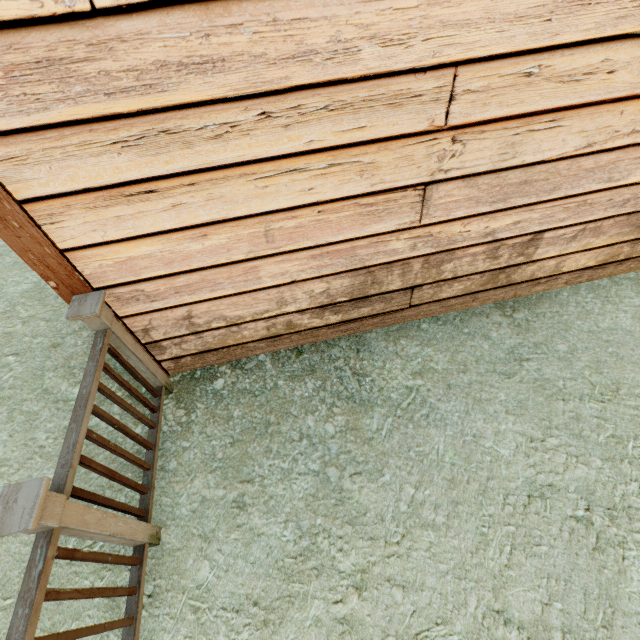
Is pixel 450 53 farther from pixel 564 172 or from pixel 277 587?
pixel 277 587
